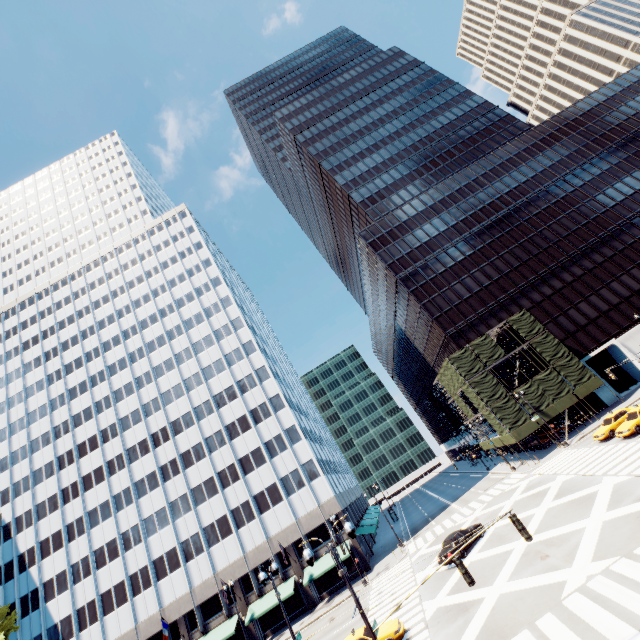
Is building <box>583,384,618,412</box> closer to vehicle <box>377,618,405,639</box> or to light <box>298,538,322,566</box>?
vehicle <box>377,618,405,639</box>

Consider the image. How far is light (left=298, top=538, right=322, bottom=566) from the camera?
12.1 meters

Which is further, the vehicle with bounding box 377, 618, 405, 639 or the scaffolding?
the scaffolding

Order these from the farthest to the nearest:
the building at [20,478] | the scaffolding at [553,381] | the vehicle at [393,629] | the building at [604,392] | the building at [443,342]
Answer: the building at [443,342] → the building at [604,392] → the building at [20,478] → the scaffolding at [553,381] → the vehicle at [393,629]

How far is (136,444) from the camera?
51.53m

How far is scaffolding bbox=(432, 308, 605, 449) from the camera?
39.94m

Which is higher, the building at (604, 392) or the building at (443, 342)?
the building at (443, 342)

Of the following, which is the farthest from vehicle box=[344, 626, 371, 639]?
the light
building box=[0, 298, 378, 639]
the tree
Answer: the tree
